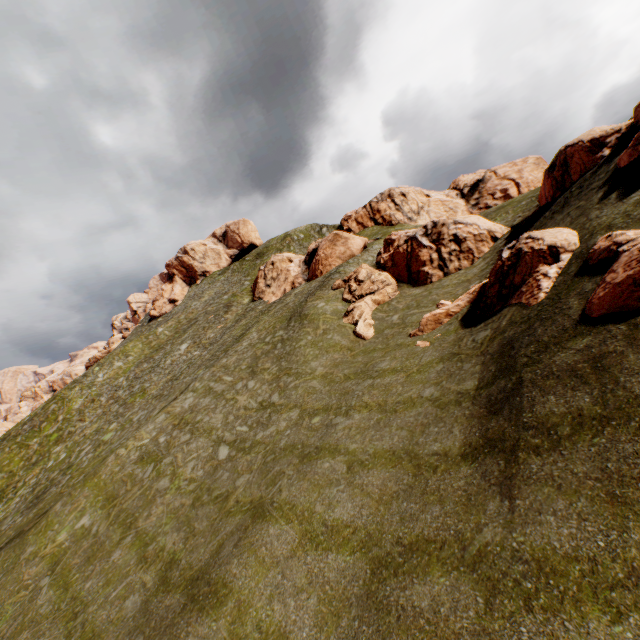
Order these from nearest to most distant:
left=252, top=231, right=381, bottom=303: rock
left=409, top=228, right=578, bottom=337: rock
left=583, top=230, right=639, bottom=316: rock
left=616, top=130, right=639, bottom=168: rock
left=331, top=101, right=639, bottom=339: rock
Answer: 1. left=583, top=230, right=639, bottom=316: rock
2. left=409, top=228, right=578, bottom=337: rock
3. left=616, top=130, right=639, bottom=168: rock
4. left=331, top=101, right=639, bottom=339: rock
5. left=252, top=231, right=381, bottom=303: rock

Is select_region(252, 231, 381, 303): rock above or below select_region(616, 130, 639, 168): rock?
above

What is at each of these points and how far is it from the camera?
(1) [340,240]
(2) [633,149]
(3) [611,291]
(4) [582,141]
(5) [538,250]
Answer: (1) rock, 42.8 meters
(2) rock, 15.3 meters
(3) rock, 9.4 meters
(4) rock, 22.2 meters
(5) rock, 14.9 meters

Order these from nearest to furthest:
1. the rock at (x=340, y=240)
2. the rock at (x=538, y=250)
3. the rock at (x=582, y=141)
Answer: the rock at (x=538, y=250) < the rock at (x=582, y=141) < the rock at (x=340, y=240)

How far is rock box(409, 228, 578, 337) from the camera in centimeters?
1397cm

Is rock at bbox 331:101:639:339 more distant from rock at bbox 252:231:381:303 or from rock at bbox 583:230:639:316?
rock at bbox 252:231:381:303

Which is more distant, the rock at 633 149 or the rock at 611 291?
the rock at 633 149

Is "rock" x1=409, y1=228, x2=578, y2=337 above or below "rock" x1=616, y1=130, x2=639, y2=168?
below
